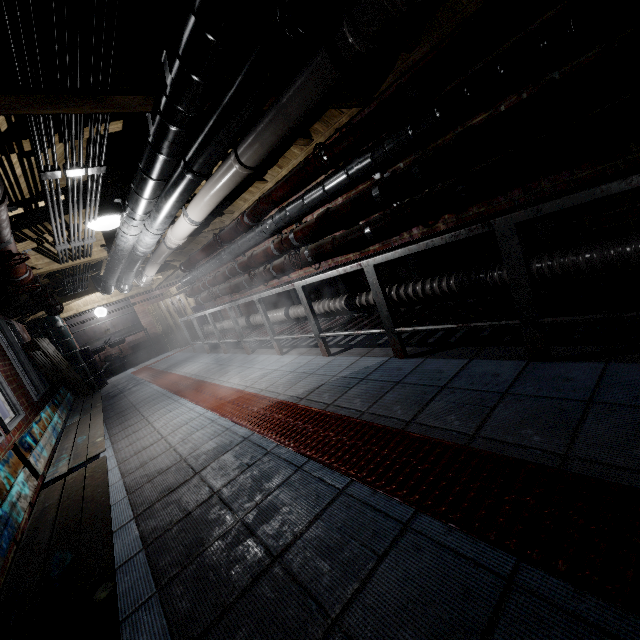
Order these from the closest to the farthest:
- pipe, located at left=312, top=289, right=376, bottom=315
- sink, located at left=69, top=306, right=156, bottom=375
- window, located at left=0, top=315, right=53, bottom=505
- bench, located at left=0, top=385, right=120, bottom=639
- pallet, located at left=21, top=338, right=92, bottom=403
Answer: bench, located at left=0, top=385, right=120, bottom=639, window, located at left=0, top=315, right=53, bottom=505, pipe, located at left=312, top=289, right=376, bottom=315, pallet, located at left=21, top=338, right=92, bottom=403, sink, located at left=69, top=306, right=156, bottom=375

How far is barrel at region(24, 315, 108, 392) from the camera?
6.89m

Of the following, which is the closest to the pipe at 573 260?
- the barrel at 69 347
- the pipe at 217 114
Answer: the pipe at 217 114

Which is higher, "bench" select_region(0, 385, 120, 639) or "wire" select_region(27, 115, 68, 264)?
"wire" select_region(27, 115, 68, 264)

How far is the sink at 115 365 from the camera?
9.0m

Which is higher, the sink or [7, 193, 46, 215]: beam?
[7, 193, 46, 215]: beam

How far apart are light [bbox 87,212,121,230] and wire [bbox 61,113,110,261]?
0.0 meters

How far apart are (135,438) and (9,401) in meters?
1.4
